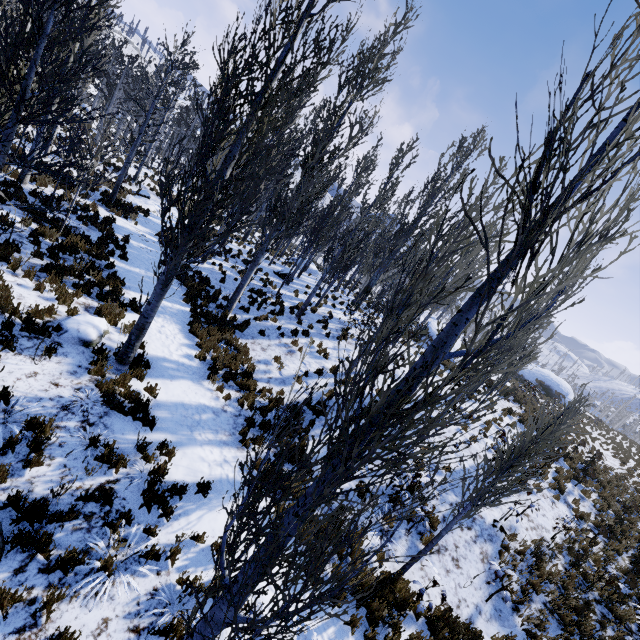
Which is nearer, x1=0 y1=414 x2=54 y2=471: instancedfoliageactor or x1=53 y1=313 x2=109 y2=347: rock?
x1=0 y1=414 x2=54 y2=471: instancedfoliageactor

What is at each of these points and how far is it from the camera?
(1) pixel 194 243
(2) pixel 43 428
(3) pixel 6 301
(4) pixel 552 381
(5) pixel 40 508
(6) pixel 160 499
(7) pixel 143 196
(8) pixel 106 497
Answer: (1) instancedfoliageactor, 6.26m
(2) instancedfoliageactor, 5.14m
(3) instancedfoliageactor, 6.46m
(4) rock, 36.88m
(5) instancedfoliageactor, 4.38m
(6) instancedfoliageactor, 5.38m
(7) rock, 21.20m
(8) instancedfoliageactor, 5.00m

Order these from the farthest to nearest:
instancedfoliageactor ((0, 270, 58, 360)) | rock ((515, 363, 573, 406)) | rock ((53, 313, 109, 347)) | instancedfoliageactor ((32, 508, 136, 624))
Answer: rock ((515, 363, 573, 406)) → rock ((53, 313, 109, 347)) → instancedfoliageactor ((0, 270, 58, 360)) → instancedfoliageactor ((32, 508, 136, 624))

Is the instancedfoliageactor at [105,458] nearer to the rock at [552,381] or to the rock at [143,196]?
the rock at [143,196]

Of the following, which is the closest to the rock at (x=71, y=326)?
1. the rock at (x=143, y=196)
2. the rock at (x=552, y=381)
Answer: the rock at (x=143, y=196)

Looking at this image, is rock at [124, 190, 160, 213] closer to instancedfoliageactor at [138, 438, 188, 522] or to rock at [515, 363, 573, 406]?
instancedfoliageactor at [138, 438, 188, 522]

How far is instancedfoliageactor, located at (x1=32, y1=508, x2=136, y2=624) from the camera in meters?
3.8 m

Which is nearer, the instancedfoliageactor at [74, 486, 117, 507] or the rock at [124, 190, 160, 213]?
the instancedfoliageactor at [74, 486, 117, 507]
